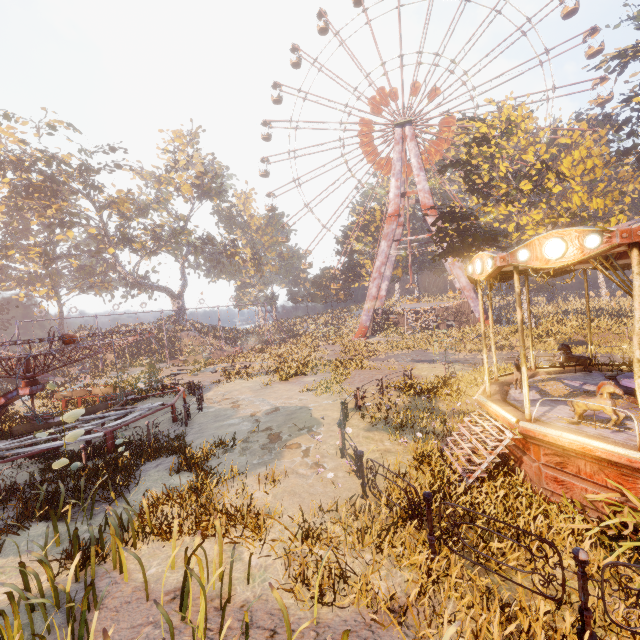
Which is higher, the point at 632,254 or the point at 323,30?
the point at 323,30

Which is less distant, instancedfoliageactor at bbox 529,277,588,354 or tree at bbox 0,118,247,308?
instancedfoliageactor at bbox 529,277,588,354

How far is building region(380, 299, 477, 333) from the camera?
39.8 meters

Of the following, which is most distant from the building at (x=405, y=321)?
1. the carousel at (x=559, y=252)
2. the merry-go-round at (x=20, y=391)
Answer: the merry-go-round at (x=20, y=391)

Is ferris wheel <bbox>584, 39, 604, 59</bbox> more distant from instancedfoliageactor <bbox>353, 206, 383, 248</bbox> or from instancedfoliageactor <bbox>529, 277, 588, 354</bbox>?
instancedfoliageactor <bbox>353, 206, 383, 248</bbox>

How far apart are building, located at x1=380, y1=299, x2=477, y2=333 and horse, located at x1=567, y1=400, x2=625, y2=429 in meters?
35.3

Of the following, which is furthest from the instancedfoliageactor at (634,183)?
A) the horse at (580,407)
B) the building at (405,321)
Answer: the building at (405,321)

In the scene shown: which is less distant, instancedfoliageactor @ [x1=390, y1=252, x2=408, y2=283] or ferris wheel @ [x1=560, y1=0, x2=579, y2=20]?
ferris wheel @ [x1=560, y1=0, x2=579, y2=20]
